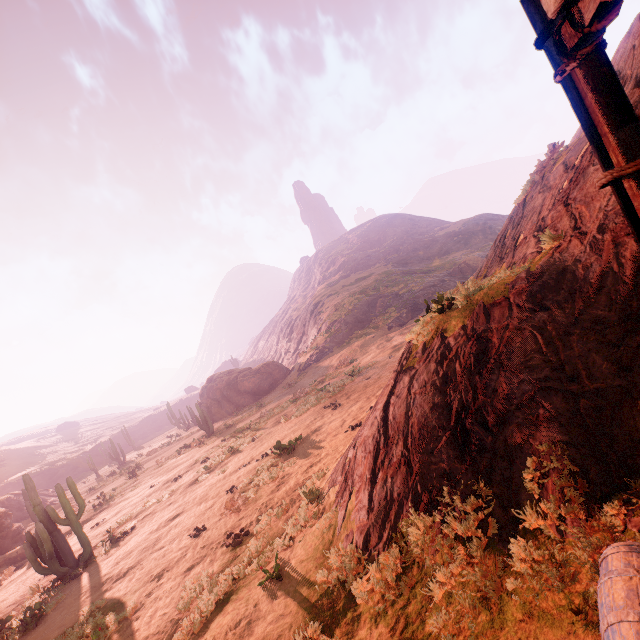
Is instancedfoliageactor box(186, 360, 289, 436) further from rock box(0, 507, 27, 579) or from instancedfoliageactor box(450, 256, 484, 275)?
instancedfoliageactor box(450, 256, 484, 275)

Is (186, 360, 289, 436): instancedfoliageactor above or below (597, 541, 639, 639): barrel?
above

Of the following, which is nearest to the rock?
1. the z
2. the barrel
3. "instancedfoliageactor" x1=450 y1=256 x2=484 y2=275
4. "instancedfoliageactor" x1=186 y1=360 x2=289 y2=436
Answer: "instancedfoliageactor" x1=186 y1=360 x2=289 y2=436

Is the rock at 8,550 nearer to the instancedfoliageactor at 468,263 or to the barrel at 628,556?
the barrel at 628,556

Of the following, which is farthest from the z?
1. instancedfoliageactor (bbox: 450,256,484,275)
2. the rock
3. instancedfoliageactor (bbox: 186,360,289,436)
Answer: the rock

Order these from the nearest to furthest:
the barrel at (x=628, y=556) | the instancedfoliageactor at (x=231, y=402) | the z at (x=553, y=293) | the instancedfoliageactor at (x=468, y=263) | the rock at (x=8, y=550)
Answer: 1. the barrel at (x=628, y=556)
2. the z at (x=553, y=293)
3. the rock at (x=8, y=550)
4. the instancedfoliageactor at (x=231, y=402)
5. the instancedfoliageactor at (x=468, y=263)

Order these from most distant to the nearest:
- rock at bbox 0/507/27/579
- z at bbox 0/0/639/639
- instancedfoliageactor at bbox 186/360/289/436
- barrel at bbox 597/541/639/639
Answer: instancedfoliageactor at bbox 186/360/289/436 → rock at bbox 0/507/27/579 → z at bbox 0/0/639/639 → barrel at bbox 597/541/639/639

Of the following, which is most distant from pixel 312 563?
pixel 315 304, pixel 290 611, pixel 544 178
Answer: pixel 315 304
